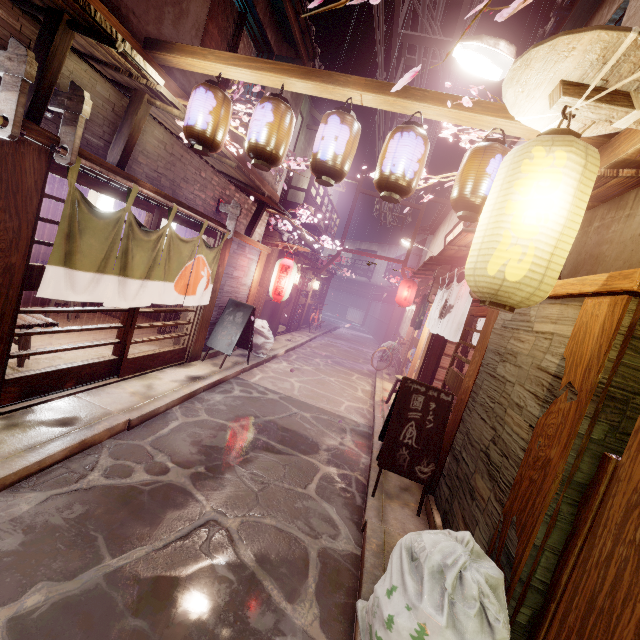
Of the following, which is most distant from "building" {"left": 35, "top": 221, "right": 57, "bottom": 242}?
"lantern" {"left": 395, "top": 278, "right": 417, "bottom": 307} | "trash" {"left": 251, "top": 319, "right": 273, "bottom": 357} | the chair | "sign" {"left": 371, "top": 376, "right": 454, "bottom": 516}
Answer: "lantern" {"left": 395, "top": 278, "right": 417, "bottom": 307}

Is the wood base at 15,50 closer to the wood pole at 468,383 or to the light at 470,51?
the light at 470,51

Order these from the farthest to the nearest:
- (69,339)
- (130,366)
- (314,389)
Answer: (314,389) < (69,339) < (130,366)

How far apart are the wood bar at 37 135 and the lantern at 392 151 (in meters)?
5.71

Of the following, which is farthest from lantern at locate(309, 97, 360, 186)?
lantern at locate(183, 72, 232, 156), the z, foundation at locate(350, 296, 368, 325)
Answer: foundation at locate(350, 296, 368, 325)

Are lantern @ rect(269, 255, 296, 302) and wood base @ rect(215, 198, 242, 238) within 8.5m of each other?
yes

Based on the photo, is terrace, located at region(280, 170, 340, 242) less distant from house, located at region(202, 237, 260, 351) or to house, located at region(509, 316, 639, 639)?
house, located at region(202, 237, 260, 351)

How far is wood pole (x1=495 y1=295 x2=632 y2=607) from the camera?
3.72m
